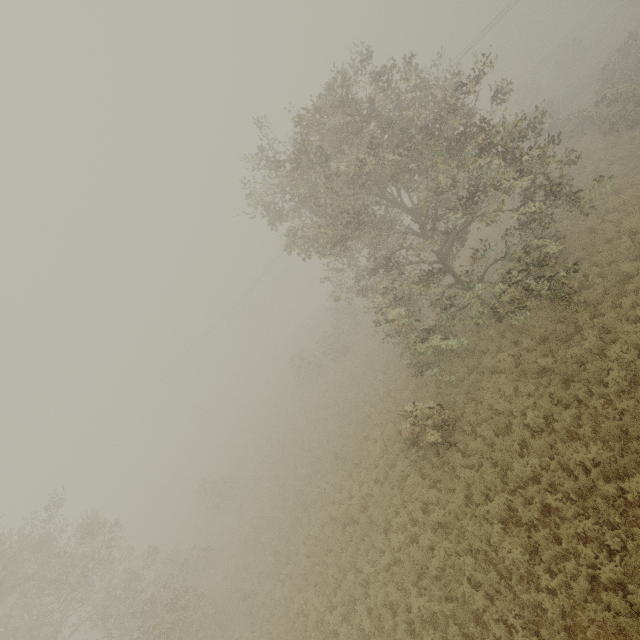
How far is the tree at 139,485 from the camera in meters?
56.3

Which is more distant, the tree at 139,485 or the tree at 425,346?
the tree at 139,485

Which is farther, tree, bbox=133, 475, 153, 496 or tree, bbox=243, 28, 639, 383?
tree, bbox=133, 475, 153, 496

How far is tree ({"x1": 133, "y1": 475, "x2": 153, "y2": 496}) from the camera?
56.3m

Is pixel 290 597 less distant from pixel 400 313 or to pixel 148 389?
pixel 400 313
